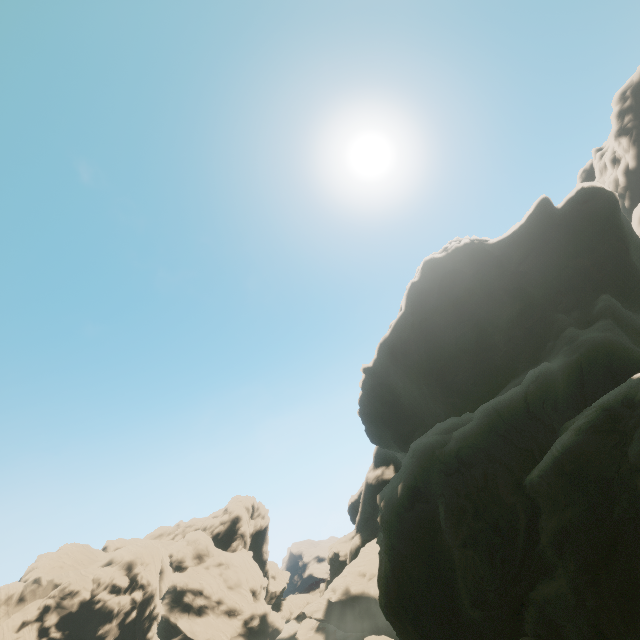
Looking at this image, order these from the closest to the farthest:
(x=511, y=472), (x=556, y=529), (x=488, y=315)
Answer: (x=556, y=529)
(x=511, y=472)
(x=488, y=315)

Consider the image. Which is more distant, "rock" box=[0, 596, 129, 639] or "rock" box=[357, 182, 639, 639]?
"rock" box=[0, 596, 129, 639]

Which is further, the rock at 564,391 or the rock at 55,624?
the rock at 55,624
